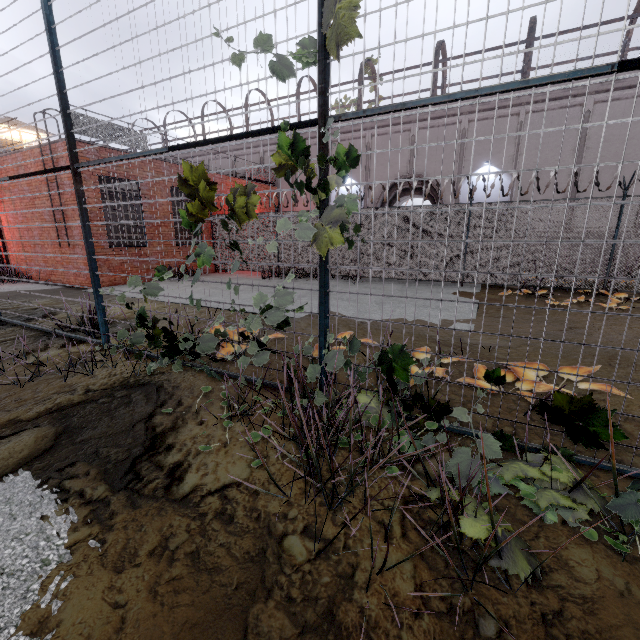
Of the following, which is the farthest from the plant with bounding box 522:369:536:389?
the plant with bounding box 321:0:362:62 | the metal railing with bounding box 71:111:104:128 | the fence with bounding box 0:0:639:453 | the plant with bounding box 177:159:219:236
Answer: the metal railing with bounding box 71:111:104:128

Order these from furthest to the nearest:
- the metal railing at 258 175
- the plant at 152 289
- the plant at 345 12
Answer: the metal railing at 258 175, the plant at 152 289, the plant at 345 12

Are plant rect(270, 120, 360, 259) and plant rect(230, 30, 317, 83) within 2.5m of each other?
yes

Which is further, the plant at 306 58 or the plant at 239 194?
the plant at 239 194

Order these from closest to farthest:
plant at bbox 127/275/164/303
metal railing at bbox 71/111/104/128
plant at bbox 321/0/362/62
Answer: plant at bbox 321/0/362/62 → plant at bbox 127/275/164/303 → metal railing at bbox 71/111/104/128

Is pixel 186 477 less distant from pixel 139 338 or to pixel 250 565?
pixel 250 565

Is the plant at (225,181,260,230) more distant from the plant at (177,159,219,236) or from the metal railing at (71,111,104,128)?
the metal railing at (71,111,104,128)

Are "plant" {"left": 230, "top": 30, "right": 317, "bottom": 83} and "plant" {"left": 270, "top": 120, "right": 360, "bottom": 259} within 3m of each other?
yes
